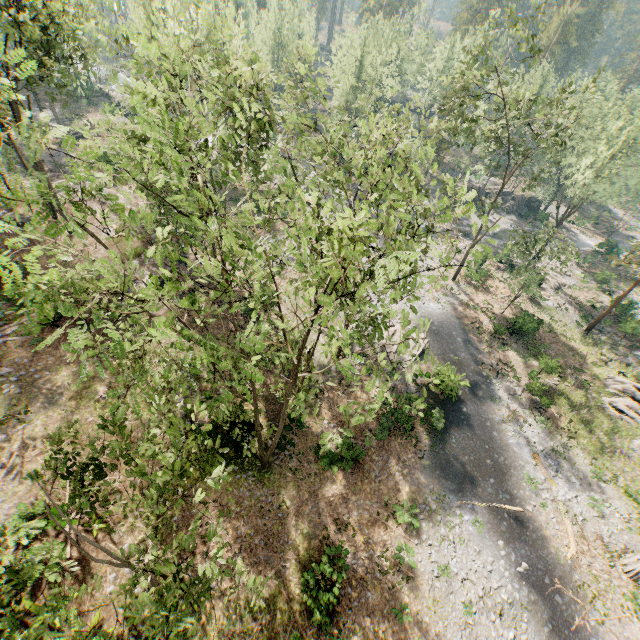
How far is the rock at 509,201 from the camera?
56.53m

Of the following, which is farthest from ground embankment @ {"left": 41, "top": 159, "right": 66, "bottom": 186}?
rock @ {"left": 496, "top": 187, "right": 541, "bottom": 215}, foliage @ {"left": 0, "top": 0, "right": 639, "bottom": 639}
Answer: rock @ {"left": 496, "top": 187, "right": 541, "bottom": 215}

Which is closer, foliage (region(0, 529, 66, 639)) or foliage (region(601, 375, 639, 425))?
foliage (region(0, 529, 66, 639))

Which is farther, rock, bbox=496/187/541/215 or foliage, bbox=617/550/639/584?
rock, bbox=496/187/541/215

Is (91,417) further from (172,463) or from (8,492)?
(172,463)

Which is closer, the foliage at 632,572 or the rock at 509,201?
the foliage at 632,572

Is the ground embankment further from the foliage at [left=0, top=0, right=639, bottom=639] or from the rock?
the rock
